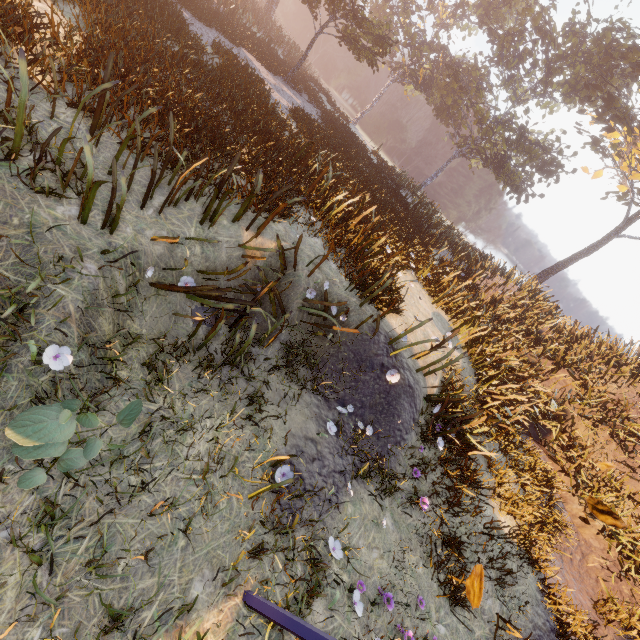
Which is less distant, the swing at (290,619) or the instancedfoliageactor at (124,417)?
the instancedfoliageactor at (124,417)

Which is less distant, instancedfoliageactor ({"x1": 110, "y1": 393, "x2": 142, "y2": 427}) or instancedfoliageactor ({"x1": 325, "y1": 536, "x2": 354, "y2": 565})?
instancedfoliageactor ({"x1": 110, "y1": 393, "x2": 142, "y2": 427})

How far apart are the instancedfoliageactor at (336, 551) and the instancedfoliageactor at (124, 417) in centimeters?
295cm

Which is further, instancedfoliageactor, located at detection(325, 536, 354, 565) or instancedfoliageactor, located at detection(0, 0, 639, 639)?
instancedfoliageactor, located at detection(0, 0, 639, 639)

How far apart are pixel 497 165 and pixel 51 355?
35.6 meters

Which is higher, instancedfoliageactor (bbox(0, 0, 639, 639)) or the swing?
instancedfoliageactor (bbox(0, 0, 639, 639))

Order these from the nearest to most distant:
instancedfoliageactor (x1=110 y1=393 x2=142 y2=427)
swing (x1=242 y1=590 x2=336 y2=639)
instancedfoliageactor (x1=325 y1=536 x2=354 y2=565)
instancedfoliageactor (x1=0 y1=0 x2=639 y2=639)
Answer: instancedfoliageactor (x1=110 y1=393 x2=142 y2=427) < swing (x1=242 y1=590 x2=336 y2=639) < instancedfoliageactor (x1=325 y1=536 x2=354 y2=565) < instancedfoliageactor (x1=0 y1=0 x2=639 y2=639)

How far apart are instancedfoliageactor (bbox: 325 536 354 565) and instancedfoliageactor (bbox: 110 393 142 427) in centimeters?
295cm
